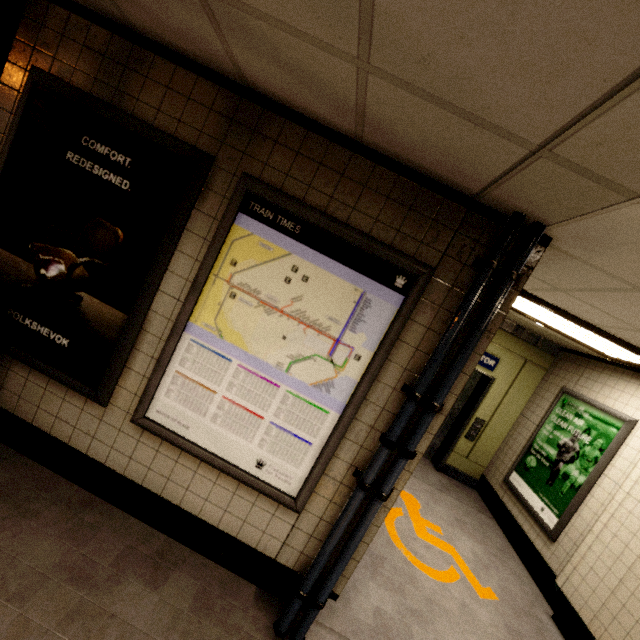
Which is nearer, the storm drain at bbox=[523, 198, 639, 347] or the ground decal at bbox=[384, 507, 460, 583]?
the storm drain at bbox=[523, 198, 639, 347]

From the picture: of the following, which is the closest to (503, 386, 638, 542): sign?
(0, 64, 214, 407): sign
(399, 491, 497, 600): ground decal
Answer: (399, 491, 497, 600): ground decal

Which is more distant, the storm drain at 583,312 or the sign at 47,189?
the sign at 47,189

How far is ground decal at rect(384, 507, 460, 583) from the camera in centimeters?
331cm

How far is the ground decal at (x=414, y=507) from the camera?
3.5 meters

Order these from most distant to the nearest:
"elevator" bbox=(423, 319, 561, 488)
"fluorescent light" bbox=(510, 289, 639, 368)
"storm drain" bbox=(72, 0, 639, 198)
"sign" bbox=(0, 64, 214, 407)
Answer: "elevator" bbox=(423, 319, 561, 488) → "fluorescent light" bbox=(510, 289, 639, 368) → "sign" bbox=(0, 64, 214, 407) → "storm drain" bbox=(72, 0, 639, 198)

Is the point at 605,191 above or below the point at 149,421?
above

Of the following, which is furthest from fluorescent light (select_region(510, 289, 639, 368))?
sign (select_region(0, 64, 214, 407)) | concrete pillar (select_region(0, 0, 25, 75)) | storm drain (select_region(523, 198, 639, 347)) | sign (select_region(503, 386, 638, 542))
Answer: concrete pillar (select_region(0, 0, 25, 75))
